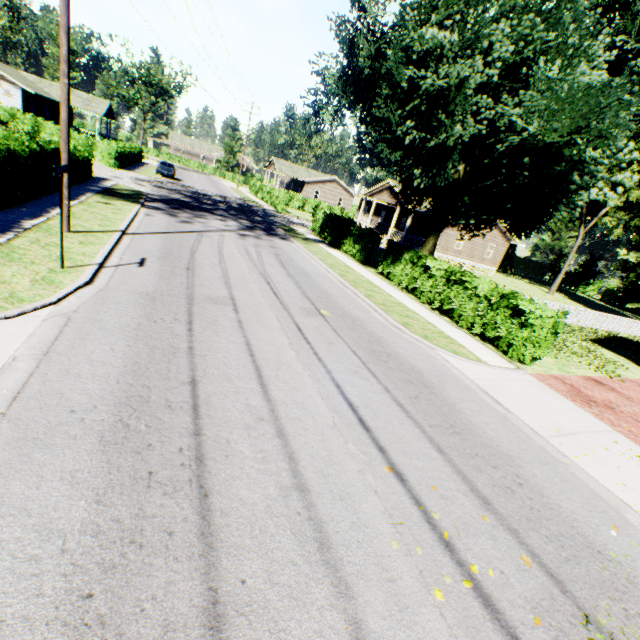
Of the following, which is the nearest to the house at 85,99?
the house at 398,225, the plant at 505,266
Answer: the house at 398,225

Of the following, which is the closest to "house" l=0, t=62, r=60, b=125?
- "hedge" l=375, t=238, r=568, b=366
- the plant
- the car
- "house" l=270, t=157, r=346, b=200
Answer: the car

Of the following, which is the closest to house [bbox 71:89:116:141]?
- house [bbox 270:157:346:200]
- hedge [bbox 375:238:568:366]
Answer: hedge [bbox 375:238:568:366]

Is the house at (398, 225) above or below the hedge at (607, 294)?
above

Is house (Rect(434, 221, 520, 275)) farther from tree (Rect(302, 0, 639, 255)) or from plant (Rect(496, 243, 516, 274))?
tree (Rect(302, 0, 639, 255))

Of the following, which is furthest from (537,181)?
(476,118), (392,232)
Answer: (392,232)

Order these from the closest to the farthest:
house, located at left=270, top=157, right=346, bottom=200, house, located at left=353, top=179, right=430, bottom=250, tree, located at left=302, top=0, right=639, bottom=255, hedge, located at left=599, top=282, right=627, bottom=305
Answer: tree, located at left=302, top=0, right=639, bottom=255 → house, located at left=353, top=179, right=430, bottom=250 → hedge, located at left=599, top=282, right=627, bottom=305 → house, located at left=270, top=157, right=346, bottom=200

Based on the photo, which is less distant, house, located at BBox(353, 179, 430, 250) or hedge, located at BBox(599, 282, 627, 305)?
house, located at BBox(353, 179, 430, 250)
